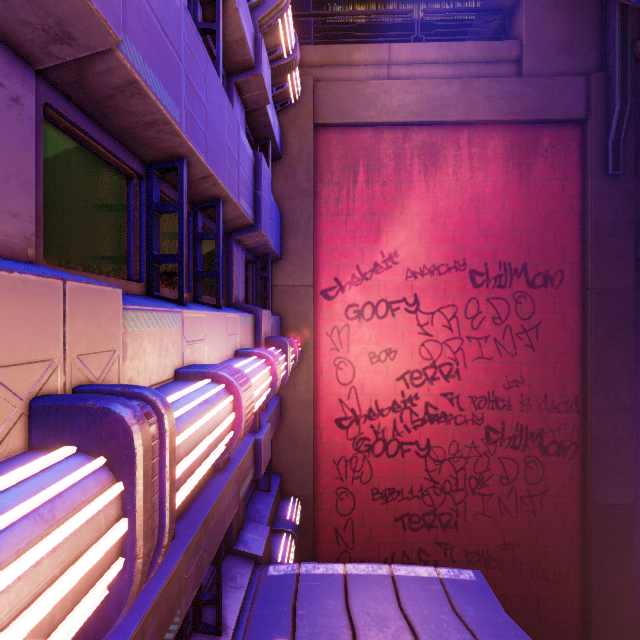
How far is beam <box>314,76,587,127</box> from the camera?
9.4 meters

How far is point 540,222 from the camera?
9.6m

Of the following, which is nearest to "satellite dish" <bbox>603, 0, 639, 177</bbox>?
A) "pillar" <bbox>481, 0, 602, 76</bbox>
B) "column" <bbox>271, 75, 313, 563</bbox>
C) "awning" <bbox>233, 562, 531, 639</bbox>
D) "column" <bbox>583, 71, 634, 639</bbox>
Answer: "column" <bbox>583, 71, 634, 639</bbox>

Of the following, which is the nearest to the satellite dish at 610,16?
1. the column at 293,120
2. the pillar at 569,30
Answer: the pillar at 569,30

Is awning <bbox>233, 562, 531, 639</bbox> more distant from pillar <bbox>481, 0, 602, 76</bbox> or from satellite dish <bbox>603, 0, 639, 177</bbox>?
pillar <bbox>481, 0, 602, 76</bbox>

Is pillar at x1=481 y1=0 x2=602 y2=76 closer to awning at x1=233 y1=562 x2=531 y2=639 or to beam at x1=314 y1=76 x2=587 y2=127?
beam at x1=314 y1=76 x2=587 y2=127

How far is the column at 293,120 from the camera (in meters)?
9.51

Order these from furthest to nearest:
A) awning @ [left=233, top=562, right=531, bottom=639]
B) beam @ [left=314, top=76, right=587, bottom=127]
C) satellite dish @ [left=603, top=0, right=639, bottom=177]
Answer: beam @ [left=314, top=76, right=587, bottom=127]
satellite dish @ [left=603, top=0, right=639, bottom=177]
awning @ [left=233, top=562, right=531, bottom=639]
